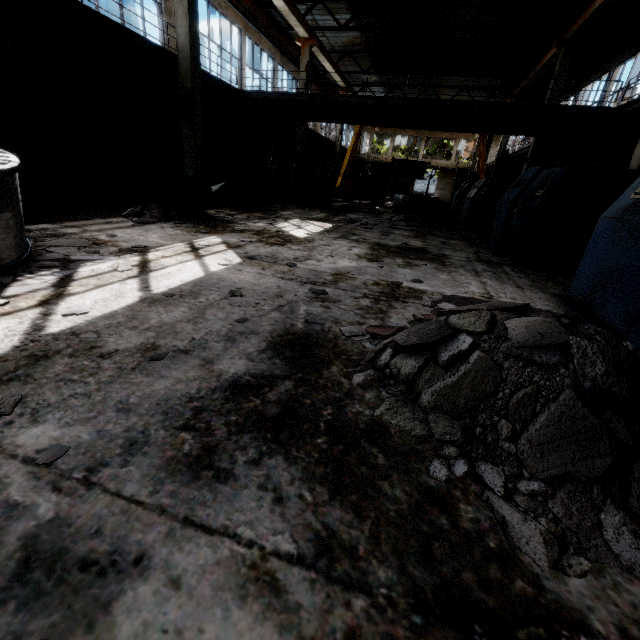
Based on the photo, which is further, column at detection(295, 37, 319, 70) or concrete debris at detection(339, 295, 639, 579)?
column at detection(295, 37, 319, 70)

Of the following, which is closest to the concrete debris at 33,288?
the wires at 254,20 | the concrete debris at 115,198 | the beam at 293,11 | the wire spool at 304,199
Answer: the concrete debris at 115,198

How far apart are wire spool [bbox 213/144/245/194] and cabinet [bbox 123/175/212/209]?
7.3m

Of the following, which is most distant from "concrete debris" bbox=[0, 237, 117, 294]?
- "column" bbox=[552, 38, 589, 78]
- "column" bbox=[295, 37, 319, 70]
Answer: "column" bbox=[552, 38, 589, 78]

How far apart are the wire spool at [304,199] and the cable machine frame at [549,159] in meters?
5.4

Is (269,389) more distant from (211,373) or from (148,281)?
(148,281)

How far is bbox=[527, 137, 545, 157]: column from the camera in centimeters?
1554cm

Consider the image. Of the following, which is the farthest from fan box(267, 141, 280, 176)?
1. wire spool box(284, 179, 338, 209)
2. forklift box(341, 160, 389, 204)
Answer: wire spool box(284, 179, 338, 209)
